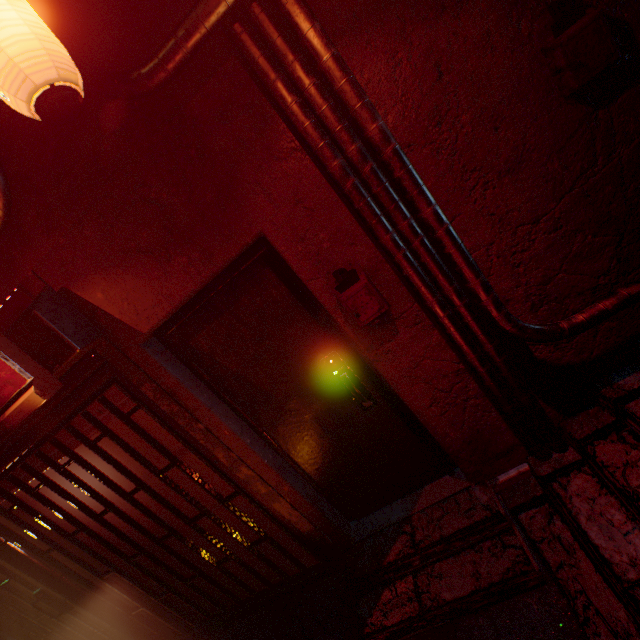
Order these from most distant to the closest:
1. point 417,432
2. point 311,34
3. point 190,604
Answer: point 190,604
point 417,432
point 311,34

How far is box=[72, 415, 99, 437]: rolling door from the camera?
2.27m

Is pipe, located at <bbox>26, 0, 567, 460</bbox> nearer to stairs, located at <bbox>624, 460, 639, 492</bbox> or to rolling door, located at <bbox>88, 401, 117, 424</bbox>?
stairs, located at <bbox>624, 460, 639, 492</bbox>

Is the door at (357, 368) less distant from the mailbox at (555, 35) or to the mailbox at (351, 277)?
the mailbox at (351, 277)

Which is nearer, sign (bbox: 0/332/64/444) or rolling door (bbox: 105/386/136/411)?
sign (bbox: 0/332/64/444)

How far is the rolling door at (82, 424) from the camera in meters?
2.3 m

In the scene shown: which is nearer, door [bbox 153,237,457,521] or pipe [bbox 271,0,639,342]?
pipe [bbox 271,0,639,342]
